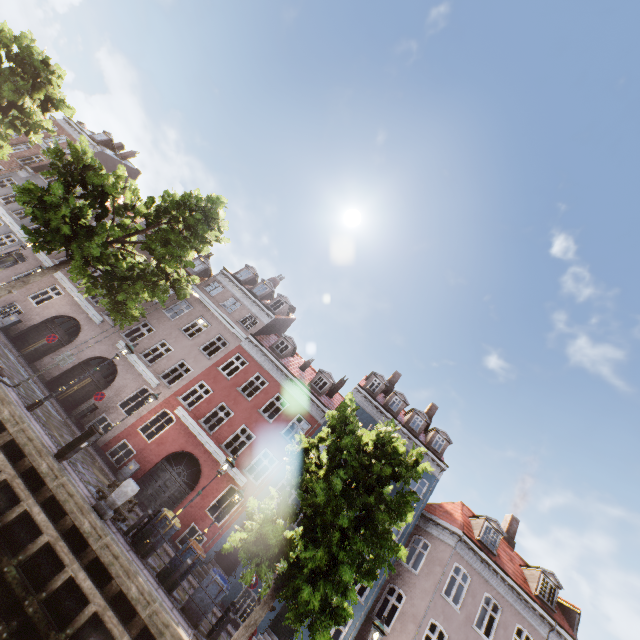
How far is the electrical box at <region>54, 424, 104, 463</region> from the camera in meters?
9.2 m

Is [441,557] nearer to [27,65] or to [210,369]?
[210,369]

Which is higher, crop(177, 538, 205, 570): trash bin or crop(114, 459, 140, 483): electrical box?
crop(177, 538, 205, 570): trash bin

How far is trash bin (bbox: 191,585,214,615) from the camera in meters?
9.7

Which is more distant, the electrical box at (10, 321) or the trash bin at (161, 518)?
the electrical box at (10, 321)

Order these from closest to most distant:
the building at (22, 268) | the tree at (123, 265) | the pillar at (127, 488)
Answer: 1. the pillar at (127, 488)
2. the tree at (123, 265)
3. the building at (22, 268)

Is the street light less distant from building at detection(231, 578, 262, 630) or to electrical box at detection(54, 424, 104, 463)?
building at detection(231, 578, 262, 630)

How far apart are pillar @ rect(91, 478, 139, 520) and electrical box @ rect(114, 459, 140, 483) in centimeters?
827cm
